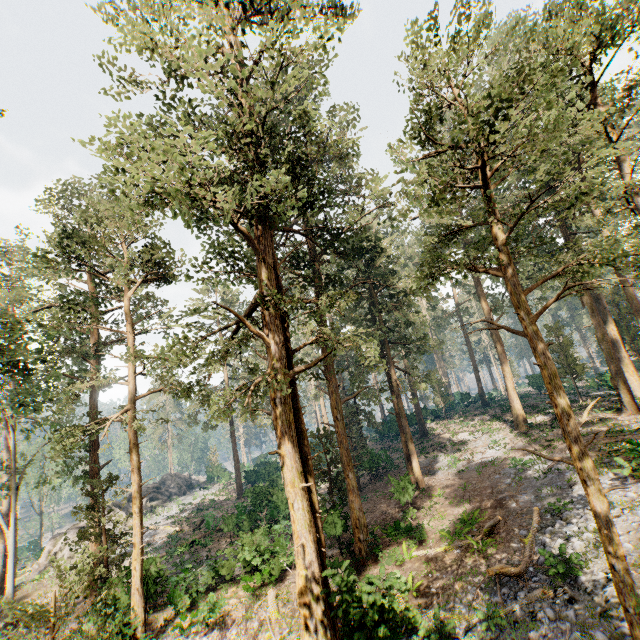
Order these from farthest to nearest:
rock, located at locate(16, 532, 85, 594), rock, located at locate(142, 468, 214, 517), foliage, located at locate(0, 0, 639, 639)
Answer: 1. rock, located at locate(142, 468, 214, 517)
2. rock, located at locate(16, 532, 85, 594)
3. foliage, located at locate(0, 0, 639, 639)

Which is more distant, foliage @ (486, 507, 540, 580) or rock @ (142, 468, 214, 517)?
rock @ (142, 468, 214, 517)

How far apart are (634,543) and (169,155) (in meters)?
22.32

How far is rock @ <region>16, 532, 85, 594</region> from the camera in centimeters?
2627cm

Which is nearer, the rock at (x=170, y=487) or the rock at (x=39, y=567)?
the rock at (x=39, y=567)

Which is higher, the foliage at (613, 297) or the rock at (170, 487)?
the foliage at (613, 297)

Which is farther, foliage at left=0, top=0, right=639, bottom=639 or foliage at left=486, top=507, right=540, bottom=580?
foliage at left=486, top=507, right=540, bottom=580
